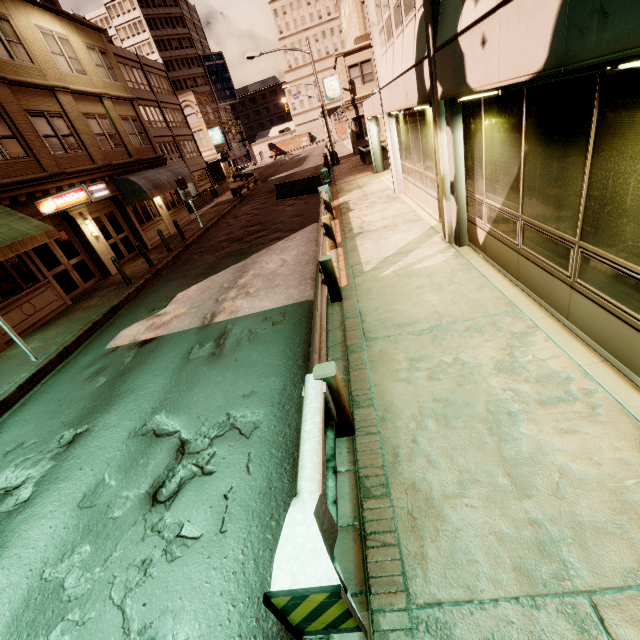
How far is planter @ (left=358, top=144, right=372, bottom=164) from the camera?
23.5m

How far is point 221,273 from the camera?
11.5m

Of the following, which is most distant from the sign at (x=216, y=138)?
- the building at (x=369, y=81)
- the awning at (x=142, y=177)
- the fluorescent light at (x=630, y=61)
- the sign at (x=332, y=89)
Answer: the fluorescent light at (x=630, y=61)

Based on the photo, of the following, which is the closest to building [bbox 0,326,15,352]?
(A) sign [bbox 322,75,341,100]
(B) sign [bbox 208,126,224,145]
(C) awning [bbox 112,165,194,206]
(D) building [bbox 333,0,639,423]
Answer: (C) awning [bbox 112,165,194,206]

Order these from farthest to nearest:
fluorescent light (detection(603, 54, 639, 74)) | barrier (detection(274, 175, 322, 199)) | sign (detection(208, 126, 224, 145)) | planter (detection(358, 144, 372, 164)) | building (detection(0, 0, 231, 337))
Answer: sign (detection(208, 126, 224, 145))
planter (detection(358, 144, 372, 164))
barrier (detection(274, 175, 322, 199))
building (detection(0, 0, 231, 337))
fluorescent light (detection(603, 54, 639, 74))

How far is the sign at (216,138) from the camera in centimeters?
5222cm

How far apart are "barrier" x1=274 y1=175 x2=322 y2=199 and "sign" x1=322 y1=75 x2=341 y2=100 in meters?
16.4

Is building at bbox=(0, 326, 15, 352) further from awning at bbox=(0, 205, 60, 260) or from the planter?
the planter
